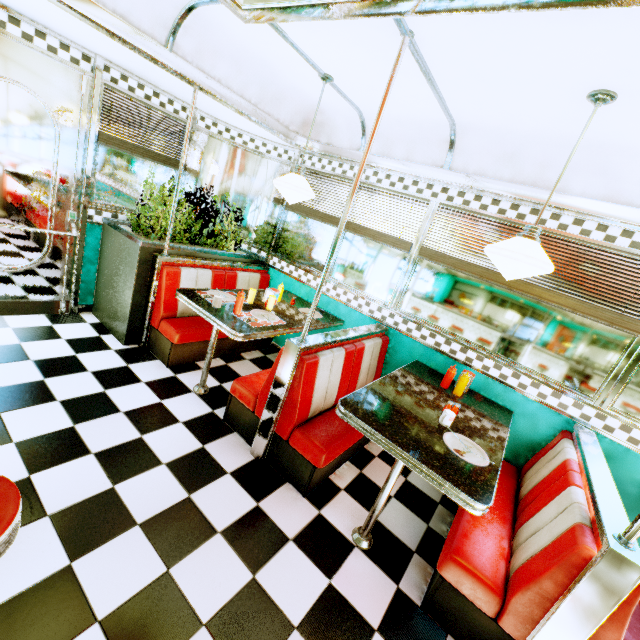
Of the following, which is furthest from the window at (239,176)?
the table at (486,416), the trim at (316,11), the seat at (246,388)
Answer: the table at (486,416)

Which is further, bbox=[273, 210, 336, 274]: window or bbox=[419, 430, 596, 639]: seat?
bbox=[273, 210, 336, 274]: window

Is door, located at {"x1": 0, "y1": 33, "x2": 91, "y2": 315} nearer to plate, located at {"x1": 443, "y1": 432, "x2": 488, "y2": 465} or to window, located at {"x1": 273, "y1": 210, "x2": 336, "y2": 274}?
window, located at {"x1": 273, "y1": 210, "x2": 336, "y2": 274}

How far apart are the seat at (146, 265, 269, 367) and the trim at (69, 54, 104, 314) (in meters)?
1.03

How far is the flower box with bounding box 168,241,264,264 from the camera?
3.6 meters

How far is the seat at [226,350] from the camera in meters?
3.9

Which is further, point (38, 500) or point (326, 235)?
point (326, 235)

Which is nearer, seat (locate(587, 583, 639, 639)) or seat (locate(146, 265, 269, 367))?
seat (locate(587, 583, 639, 639))
